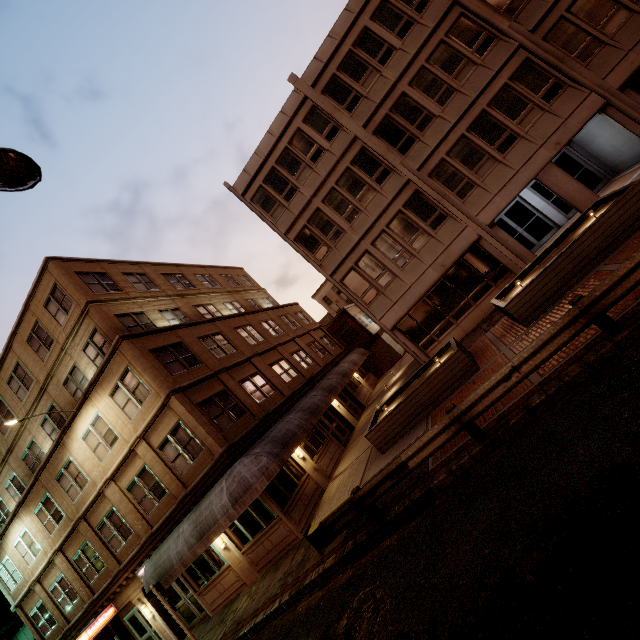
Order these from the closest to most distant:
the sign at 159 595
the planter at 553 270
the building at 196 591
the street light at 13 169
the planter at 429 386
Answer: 1. the street light at 13 169
2. the planter at 553 270
3. the planter at 429 386
4. the sign at 159 595
5. the building at 196 591

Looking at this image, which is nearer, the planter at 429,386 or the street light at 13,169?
the street light at 13,169

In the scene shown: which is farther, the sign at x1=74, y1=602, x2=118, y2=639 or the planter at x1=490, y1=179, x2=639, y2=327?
the sign at x1=74, y1=602, x2=118, y2=639

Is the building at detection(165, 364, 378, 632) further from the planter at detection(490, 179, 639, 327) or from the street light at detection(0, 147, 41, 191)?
the planter at detection(490, 179, 639, 327)

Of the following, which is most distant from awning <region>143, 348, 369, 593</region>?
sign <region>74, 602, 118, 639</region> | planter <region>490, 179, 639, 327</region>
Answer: planter <region>490, 179, 639, 327</region>

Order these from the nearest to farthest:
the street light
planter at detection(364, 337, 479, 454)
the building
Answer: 1. the street light
2. planter at detection(364, 337, 479, 454)
3. the building

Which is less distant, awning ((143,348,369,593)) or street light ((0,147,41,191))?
street light ((0,147,41,191))

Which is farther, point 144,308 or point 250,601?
point 144,308
